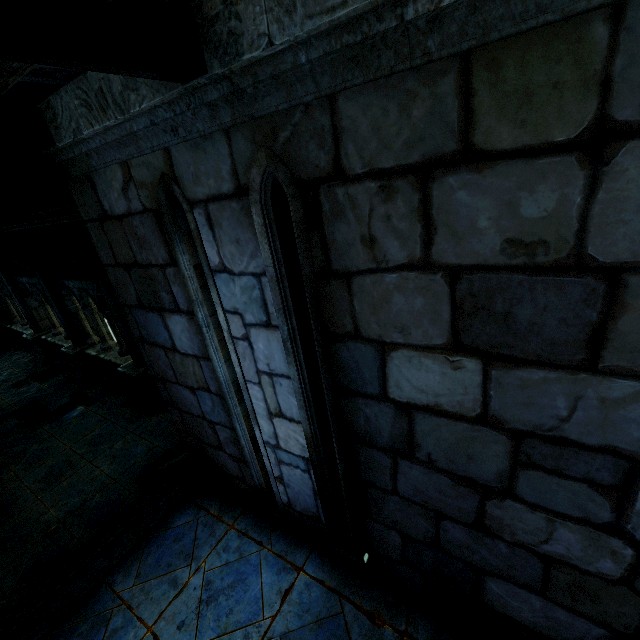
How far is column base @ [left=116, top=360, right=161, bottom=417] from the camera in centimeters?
745cm

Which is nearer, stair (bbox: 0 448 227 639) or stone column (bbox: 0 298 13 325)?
→ stair (bbox: 0 448 227 639)

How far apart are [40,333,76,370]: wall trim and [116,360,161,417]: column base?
3.1m

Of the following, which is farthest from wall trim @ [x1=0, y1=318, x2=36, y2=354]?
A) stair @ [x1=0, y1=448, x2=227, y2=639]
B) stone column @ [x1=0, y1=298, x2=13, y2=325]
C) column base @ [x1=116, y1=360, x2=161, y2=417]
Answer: stair @ [x1=0, y1=448, x2=227, y2=639]

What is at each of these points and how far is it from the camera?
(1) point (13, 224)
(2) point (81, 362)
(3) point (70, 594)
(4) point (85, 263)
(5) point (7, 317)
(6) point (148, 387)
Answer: (1) stone beam, 4.50m
(2) column base, 9.31m
(3) stair, 3.34m
(4) stone column, 6.42m
(5) stone column, 12.73m
(6) column base, 7.66m

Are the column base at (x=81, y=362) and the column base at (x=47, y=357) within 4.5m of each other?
yes

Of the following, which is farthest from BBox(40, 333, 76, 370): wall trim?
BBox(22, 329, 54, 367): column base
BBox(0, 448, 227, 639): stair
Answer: BBox(0, 448, 227, 639): stair

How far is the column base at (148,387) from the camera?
7.4 meters
